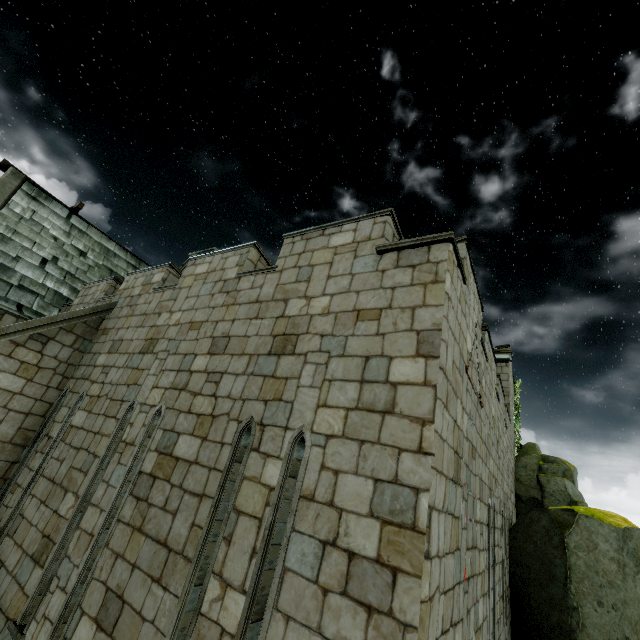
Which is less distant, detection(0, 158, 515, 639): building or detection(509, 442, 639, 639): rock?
detection(0, 158, 515, 639): building

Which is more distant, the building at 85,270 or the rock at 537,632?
the rock at 537,632

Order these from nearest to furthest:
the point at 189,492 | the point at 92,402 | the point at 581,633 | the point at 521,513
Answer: the point at 189,492
the point at 92,402
the point at 581,633
the point at 521,513
